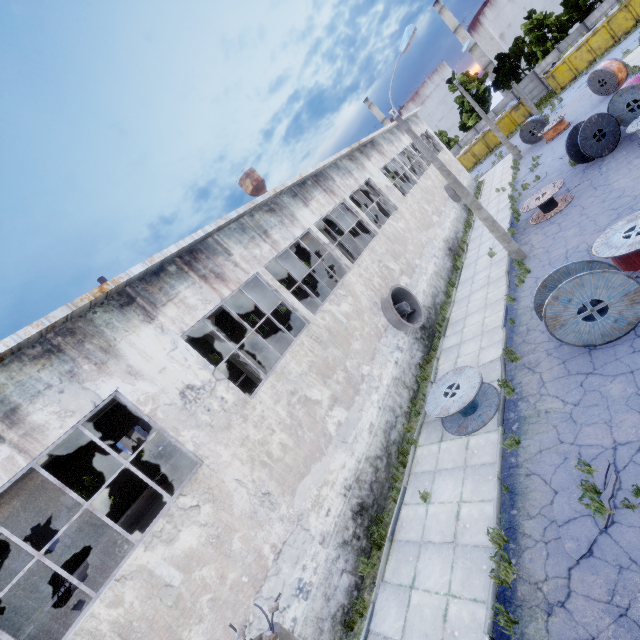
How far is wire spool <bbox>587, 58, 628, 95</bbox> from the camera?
21.5m

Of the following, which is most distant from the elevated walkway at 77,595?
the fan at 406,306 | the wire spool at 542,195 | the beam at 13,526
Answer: the wire spool at 542,195

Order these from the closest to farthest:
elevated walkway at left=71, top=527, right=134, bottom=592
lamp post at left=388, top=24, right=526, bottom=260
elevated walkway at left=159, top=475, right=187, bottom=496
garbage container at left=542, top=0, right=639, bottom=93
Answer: elevated walkway at left=71, top=527, right=134, bottom=592, lamp post at left=388, top=24, right=526, bottom=260, elevated walkway at left=159, top=475, right=187, bottom=496, garbage container at left=542, top=0, right=639, bottom=93

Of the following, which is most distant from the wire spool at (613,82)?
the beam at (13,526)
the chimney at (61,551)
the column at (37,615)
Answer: the chimney at (61,551)

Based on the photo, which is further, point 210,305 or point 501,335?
point 501,335

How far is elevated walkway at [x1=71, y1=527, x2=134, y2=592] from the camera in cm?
1132

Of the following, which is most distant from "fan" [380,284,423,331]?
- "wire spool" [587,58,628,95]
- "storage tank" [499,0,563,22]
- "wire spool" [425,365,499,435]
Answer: "storage tank" [499,0,563,22]
